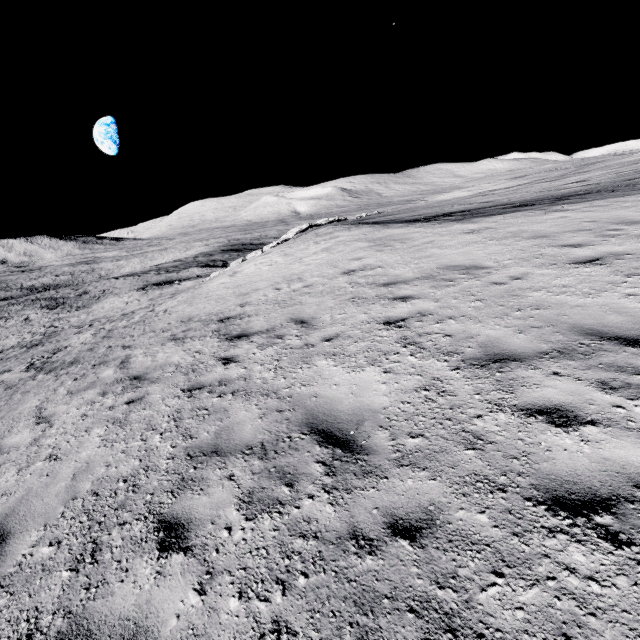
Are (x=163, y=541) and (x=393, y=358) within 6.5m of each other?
yes
